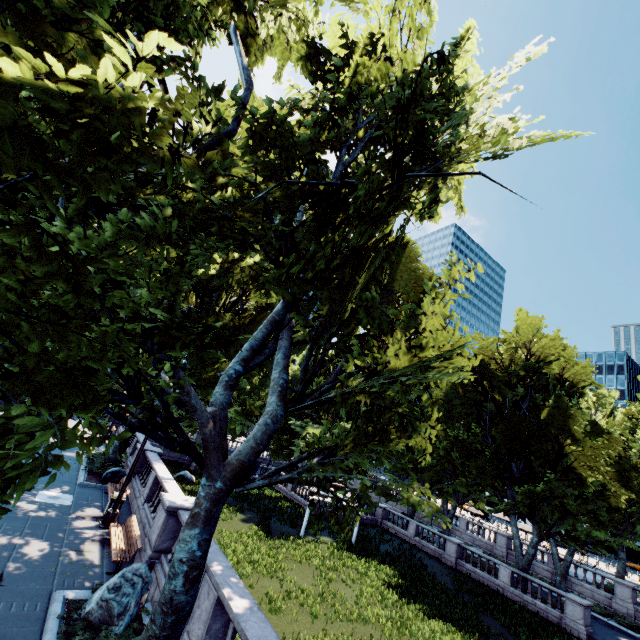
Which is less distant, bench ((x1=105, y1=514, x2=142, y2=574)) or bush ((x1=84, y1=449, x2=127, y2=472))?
bench ((x1=105, y1=514, x2=142, y2=574))

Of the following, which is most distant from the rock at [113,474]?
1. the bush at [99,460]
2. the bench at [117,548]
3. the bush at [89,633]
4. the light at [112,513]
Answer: the bush at [89,633]

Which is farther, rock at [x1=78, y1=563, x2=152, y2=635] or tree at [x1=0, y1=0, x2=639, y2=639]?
rock at [x1=78, y1=563, x2=152, y2=635]

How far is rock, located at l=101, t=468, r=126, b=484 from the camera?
18.08m

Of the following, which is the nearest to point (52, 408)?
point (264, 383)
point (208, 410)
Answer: point (208, 410)

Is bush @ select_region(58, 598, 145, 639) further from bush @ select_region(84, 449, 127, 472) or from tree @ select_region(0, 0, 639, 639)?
bush @ select_region(84, 449, 127, 472)

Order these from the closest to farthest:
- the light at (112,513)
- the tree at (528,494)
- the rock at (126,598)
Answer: the tree at (528,494) < the rock at (126,598) < the light at (112,513)

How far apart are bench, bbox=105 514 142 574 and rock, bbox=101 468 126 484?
6.8 meters
